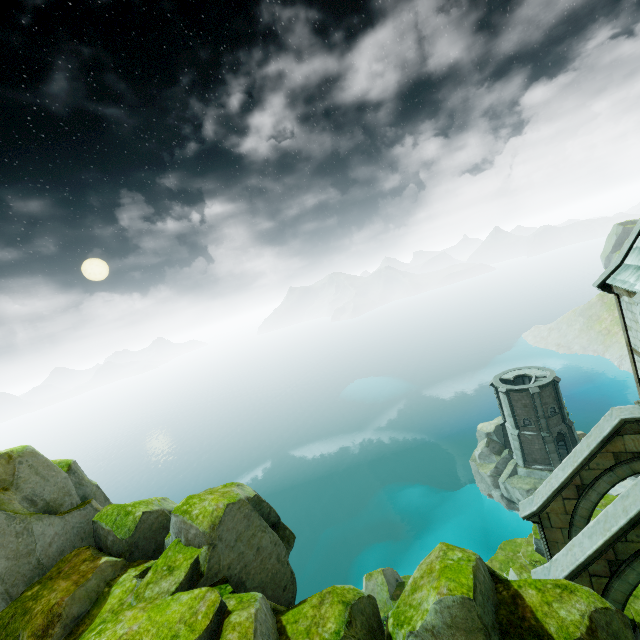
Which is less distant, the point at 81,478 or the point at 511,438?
the point at 81,478

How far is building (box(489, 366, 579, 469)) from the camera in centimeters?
3716cm

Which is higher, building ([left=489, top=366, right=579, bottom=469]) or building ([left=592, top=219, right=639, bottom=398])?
building ([left=592, top=219, right=639, bottom=398])

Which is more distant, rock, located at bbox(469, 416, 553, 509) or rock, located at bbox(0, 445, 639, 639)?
rock, located at bbox(469, 416, 553, 509)

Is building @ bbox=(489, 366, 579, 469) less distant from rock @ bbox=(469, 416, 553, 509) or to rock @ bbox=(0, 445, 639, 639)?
rock @ bbox=(469, 416, 553, 509)

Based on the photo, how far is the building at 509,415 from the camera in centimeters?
3716cm

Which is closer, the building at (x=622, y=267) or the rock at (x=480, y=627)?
the rock at (x=480, y=627)

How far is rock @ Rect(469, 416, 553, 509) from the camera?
37.75m
